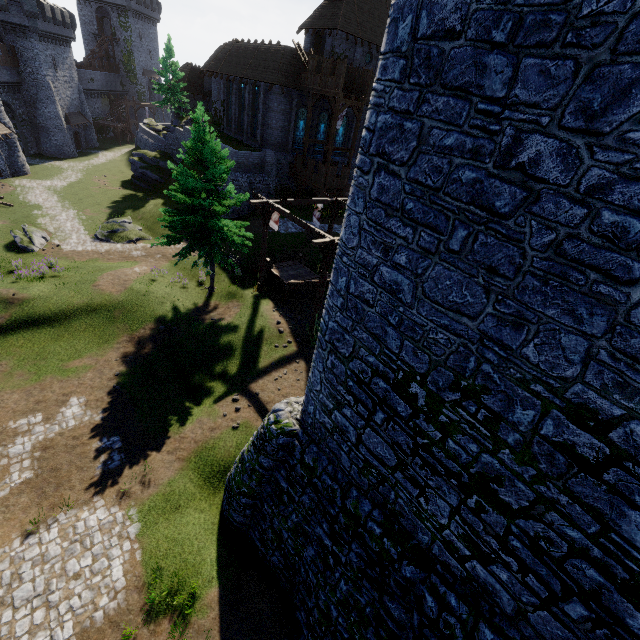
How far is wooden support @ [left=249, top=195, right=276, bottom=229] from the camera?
19.08m

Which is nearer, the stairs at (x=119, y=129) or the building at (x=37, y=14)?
the building at (x=37, y=14)

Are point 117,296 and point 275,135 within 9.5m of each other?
no

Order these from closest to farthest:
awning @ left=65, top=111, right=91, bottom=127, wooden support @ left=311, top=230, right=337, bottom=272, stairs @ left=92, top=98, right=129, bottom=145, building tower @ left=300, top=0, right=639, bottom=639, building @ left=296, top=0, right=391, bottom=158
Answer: building tower @ left=300, top=0, right=639, bottom=639 → wooden support @ left=311, top=230, right=337, bottom=272 → building @ left=296, top=0, right=391, bottom=158 → awning @ left=65, top=111, right=91, bottom=127 → stairs @ left=92, top=98, right=129, bottom=145

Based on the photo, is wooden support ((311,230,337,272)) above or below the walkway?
below

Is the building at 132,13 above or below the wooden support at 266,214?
above

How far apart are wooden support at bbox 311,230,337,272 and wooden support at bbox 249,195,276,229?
3.7 meters

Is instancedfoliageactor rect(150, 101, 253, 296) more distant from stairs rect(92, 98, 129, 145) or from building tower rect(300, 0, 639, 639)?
stairs rect(92, 98, 129, 145)
